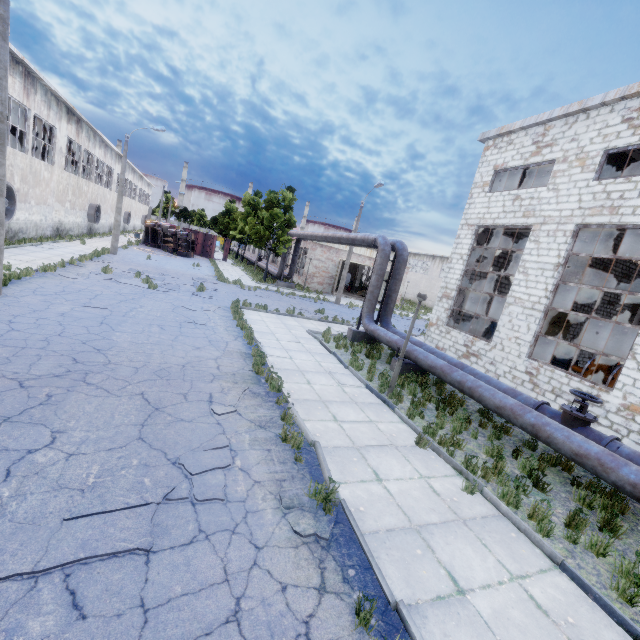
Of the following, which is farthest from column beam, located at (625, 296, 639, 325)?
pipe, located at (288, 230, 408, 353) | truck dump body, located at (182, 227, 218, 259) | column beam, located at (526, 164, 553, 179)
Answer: truck dump body, located at (182, 227, 218, 259)

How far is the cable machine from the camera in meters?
12.5

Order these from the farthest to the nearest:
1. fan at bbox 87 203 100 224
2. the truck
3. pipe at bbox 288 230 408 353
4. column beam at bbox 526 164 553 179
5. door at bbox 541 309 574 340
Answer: the truck → fan at bbox 87 203 100 224 → door at bbox 541 309 574 340 → column beam at bbox 526 164 553 179 → pipe at bbox 288 230 408 353

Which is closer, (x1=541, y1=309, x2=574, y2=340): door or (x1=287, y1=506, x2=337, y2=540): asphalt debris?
(x1=287, y1=506, x2=337, y2=540): asphalt debris

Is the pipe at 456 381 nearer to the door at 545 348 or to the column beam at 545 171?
the column beam at 545 171

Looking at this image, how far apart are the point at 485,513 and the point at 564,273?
19.8m

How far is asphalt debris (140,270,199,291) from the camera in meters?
17.3

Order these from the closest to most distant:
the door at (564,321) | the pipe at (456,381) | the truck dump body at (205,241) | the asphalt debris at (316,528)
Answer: the asphalt debris at (316,528), the pipe at (456,381), the door at (564,321), the truck dump body at (205,241)
